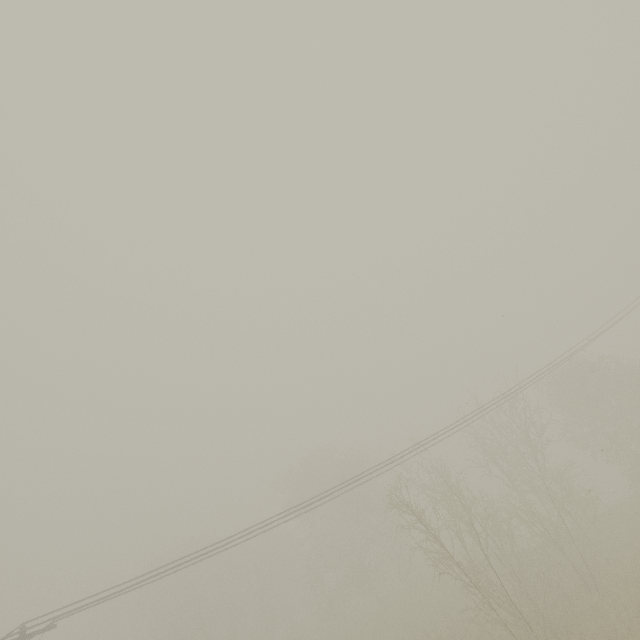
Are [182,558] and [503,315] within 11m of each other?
no
